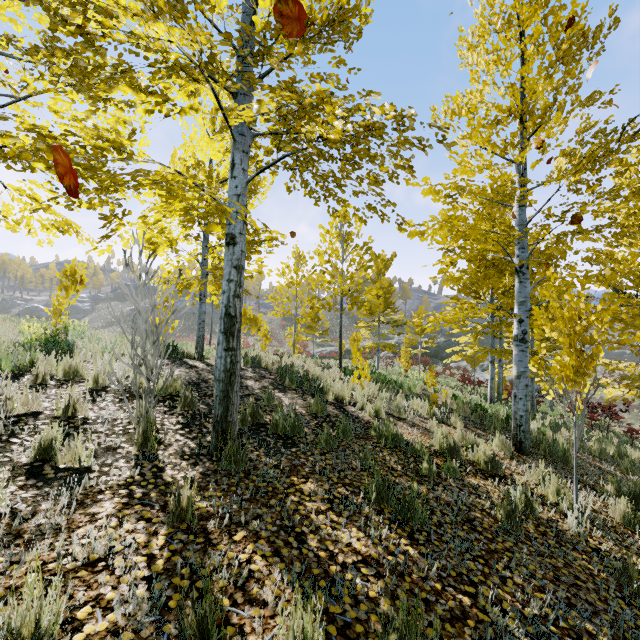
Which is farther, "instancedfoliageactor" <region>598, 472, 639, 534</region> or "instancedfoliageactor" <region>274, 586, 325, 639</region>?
"instancedfoliageactor" <region>598, 472, 639, 534</region>

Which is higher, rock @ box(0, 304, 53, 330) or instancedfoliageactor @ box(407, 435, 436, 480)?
rock @ box(0, 304, 53, 330)

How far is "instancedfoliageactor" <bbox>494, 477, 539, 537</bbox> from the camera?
3.5 meters

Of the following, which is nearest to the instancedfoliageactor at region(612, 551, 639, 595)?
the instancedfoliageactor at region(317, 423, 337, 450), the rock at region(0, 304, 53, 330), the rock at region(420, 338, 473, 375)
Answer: the instancedfoliageactor at region(317, 423, 337, 450)

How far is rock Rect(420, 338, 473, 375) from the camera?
35.5m

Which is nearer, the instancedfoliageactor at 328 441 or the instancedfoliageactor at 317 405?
the instancedfoliageactor at 328 441

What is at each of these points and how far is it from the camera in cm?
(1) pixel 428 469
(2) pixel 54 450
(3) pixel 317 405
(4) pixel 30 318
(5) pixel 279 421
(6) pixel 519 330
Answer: (1) instancedfoliageactor, 438
(2) instancedfoliageactor, 309
(3) instancedfoliageactor, 600
(4) rock, 5312
(5) instancedfoliageactor, 477
(6) instancedfoliageactor, 647

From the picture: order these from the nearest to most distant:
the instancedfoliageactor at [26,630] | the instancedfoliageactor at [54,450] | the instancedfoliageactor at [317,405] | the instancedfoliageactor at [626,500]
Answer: the instancedfoliageactor at [26,630] < the instancedfoliageactor at [54,450] < the instancedfoliageactor at [626,500] < the instancedfoliageactor at [317,405]
